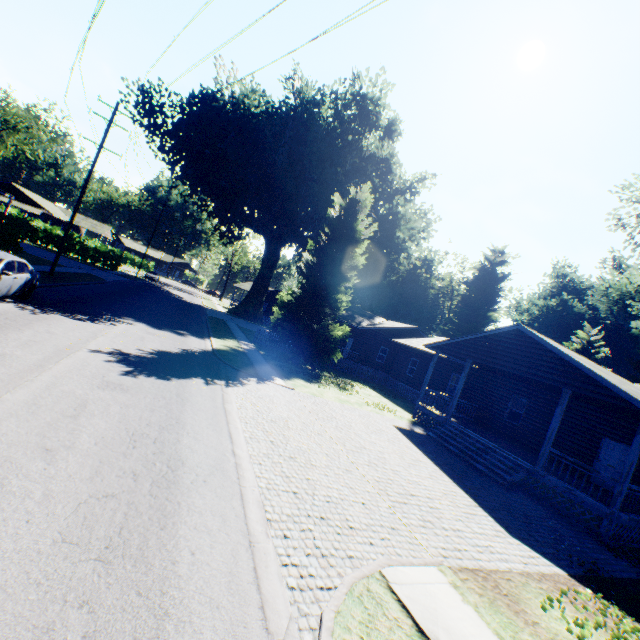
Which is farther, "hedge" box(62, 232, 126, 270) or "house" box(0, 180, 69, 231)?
"hedge" box(62, 232, 126, 270)

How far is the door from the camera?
14.5m

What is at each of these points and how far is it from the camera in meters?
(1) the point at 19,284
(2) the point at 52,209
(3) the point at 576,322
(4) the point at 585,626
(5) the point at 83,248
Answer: (1) car, 12.0
(2) house, 54.7
(3) plant, 51.4
(4) plant, 5.6
(5) hedge, 43.0

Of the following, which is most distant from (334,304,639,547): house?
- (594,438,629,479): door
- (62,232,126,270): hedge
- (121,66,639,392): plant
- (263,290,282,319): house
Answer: (62,232,126,270): hedge

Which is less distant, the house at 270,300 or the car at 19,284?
the car at 19,284

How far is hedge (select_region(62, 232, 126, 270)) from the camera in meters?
42.3 m

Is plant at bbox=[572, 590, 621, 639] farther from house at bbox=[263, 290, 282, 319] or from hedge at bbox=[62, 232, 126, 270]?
hedge at bbox=[62, 232, 126, 270]

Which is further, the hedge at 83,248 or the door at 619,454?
the hedge at 83,248
